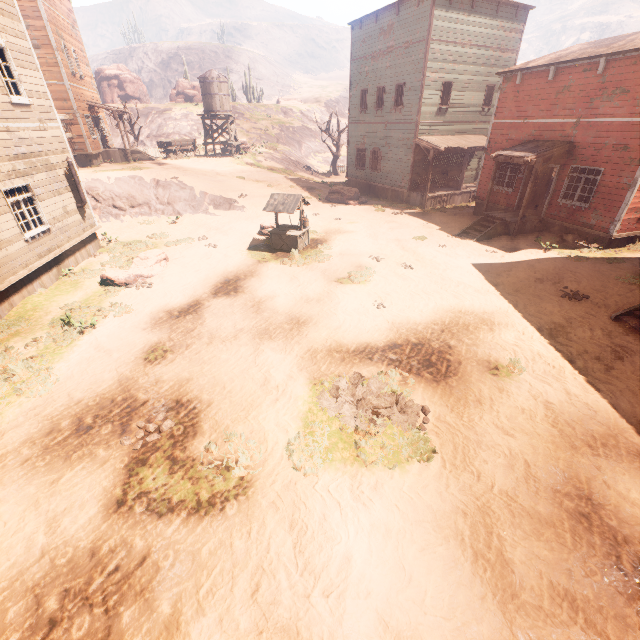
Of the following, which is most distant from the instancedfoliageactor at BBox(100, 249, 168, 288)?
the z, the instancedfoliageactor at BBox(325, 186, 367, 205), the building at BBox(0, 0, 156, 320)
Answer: the instancedfoliageactor at BBox(325, 186, 367, 205)

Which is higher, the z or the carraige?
the carraige

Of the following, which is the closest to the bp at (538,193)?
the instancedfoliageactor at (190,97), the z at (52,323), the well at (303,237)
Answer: the z at (52,323)

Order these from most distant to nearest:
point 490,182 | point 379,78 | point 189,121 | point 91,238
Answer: point 189,121 → point 379,78 → point 490,182 → point 91,238

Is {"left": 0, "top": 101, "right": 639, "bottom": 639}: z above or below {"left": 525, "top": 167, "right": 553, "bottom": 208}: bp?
below

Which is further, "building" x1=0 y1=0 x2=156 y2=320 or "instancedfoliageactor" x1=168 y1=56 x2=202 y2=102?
"instancedfoliageactor" x1=168 y1=56 x2=202 y2=102

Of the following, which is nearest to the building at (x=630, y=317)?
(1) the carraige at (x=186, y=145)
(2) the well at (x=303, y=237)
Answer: (1) the carraige at (x=186, y=145)

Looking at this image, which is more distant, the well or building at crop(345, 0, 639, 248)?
the well
